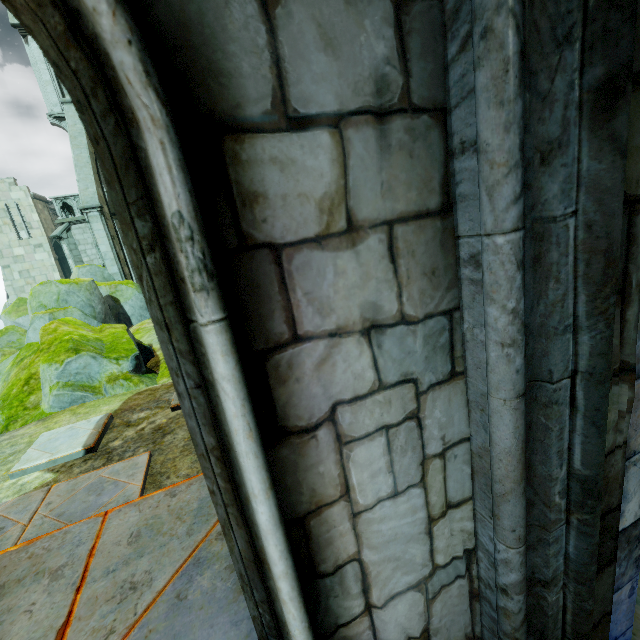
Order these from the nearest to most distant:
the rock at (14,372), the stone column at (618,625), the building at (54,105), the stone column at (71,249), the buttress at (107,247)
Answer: the stone column at (618,625) → the rock at (14,372) → the buttress at (107,247) → the building at (54,105) → the stone column at (71,249)

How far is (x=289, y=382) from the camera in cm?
72

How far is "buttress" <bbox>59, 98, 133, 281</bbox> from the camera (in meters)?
15.84

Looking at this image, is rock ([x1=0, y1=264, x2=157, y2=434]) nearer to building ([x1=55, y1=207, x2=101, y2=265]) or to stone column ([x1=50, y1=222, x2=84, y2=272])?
building ([x1=55, y1=207, x2=101, y2=265])

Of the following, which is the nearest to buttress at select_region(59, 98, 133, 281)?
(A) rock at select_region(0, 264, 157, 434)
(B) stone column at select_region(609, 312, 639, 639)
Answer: (A) rock at select_region(0, 264, 157, 434)

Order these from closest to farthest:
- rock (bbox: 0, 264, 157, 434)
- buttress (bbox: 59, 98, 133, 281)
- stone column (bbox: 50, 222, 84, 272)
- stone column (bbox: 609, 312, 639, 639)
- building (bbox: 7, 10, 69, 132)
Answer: stone column (bbox: 609, 312, 639, 639) → rock (bbox: 0, 264, 157, 434) → buttress (bbox: 59, 98, 133, 281) → building (bbox: 7, 10, 69, 132) → stone column (bbox: 50, 222, 84, 272)

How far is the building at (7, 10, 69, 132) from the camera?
17.0 meters

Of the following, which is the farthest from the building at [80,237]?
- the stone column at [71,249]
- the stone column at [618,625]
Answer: the stone column at [618,625]
